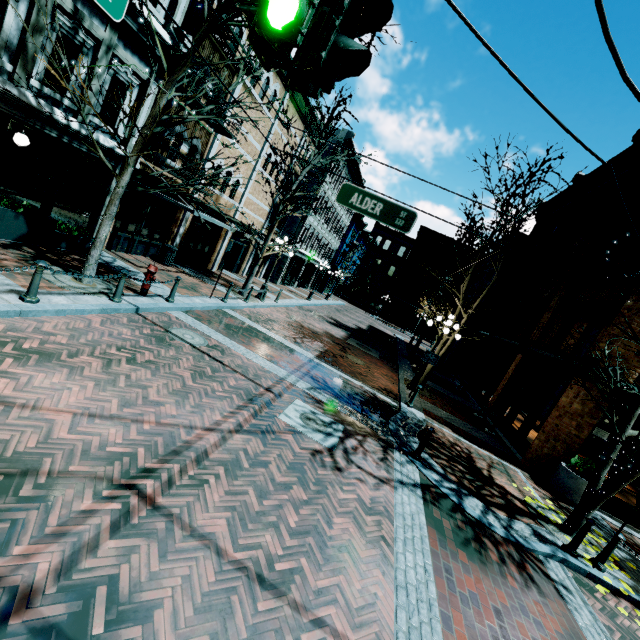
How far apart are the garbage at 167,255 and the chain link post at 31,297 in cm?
856

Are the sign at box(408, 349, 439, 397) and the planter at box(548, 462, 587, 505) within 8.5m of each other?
yes

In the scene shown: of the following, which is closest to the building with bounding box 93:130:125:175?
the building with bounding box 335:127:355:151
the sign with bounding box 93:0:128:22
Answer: the building with bounding box 335:127:355:151

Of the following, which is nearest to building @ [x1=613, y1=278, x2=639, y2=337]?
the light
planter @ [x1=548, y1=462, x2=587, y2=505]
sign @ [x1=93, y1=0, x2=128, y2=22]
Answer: planter @ [x1=548, y1=462, x2=587, y2=505]

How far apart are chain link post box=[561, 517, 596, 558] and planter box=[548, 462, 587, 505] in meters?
3.5 m

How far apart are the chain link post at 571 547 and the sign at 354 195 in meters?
6.9

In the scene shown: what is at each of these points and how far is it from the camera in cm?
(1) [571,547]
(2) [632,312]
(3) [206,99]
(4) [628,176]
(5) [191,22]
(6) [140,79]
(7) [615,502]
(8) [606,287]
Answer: (1) chain link post, 666
(2) building, 982
(3) building, 1159
(4) building, 1423
(5) banner, 1045
(6) building, 1048
(7) building, 1021
(8) building, 1215

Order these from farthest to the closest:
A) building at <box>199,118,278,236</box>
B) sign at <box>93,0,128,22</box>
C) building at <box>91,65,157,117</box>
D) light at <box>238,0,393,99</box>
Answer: building at <box>199,118,278,236</box>
building at <box>91,65,157,117</box>
sign at <box>93,0,128,22</box>
light at <box>238,0,393,99</box>
